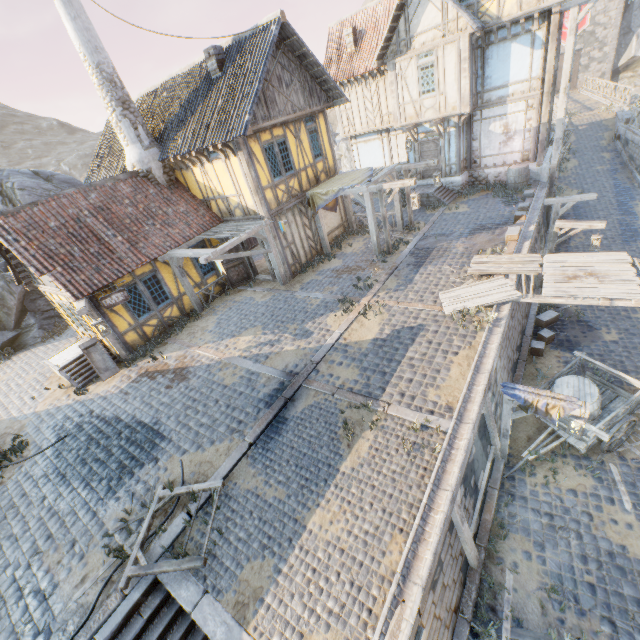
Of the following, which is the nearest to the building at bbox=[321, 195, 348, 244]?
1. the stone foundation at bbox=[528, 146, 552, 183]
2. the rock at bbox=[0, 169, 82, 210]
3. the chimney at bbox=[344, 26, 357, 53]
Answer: the stone foundation at bbox=[528, 146, 552, 183]

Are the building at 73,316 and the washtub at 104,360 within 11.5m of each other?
yes

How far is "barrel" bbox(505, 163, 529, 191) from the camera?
15.8 meters

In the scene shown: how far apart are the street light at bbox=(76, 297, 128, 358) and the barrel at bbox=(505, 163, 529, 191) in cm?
1886

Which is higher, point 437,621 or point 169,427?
point 169,427

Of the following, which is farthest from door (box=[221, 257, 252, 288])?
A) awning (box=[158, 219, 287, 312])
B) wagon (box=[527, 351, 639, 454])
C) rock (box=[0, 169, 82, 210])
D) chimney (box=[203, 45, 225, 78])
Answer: wagon (box=[527, 351, 639, 454])

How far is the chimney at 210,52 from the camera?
11.8 meters

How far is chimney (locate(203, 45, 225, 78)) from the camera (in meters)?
11.84
